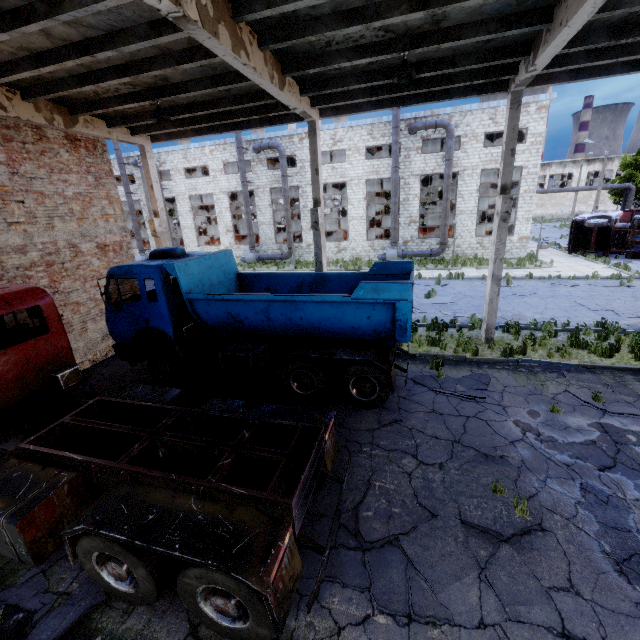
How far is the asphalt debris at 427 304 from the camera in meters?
14.8

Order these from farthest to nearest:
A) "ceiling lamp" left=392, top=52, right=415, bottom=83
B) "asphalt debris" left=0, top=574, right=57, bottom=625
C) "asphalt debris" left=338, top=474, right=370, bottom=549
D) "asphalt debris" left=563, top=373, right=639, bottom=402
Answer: "asphalt debris" left=563, top=373, right=639, bottom=402 → "ceiling lamp" left=392, top=52, right=415, bottom=83 → "asphalt debris" left=338, top=474, right=370, bottom=549 → "asphalt debris" left=0, top=574, right=57, bottom=625

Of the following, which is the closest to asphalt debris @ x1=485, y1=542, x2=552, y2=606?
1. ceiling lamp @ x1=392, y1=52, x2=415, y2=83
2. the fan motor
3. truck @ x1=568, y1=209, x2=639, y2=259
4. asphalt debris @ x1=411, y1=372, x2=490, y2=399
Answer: asphalt debris @ x1=411, y1=372, x2=490, y2=399

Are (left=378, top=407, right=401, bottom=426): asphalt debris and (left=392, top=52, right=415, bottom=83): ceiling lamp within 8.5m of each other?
yes

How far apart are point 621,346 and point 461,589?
9.7 meters

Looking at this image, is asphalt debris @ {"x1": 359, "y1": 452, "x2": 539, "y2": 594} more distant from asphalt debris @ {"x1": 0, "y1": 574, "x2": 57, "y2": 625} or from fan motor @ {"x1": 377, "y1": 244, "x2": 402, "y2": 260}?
fan motor @ {"x1": 377, "y1": 244, "x2": 402, "y2": 260}

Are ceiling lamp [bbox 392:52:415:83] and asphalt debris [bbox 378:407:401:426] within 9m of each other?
yes

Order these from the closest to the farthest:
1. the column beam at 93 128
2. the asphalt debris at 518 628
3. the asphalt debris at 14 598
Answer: the asphalt debris at 518 628 < the asphalt debris at 14 598 < the column beam at 93 128
